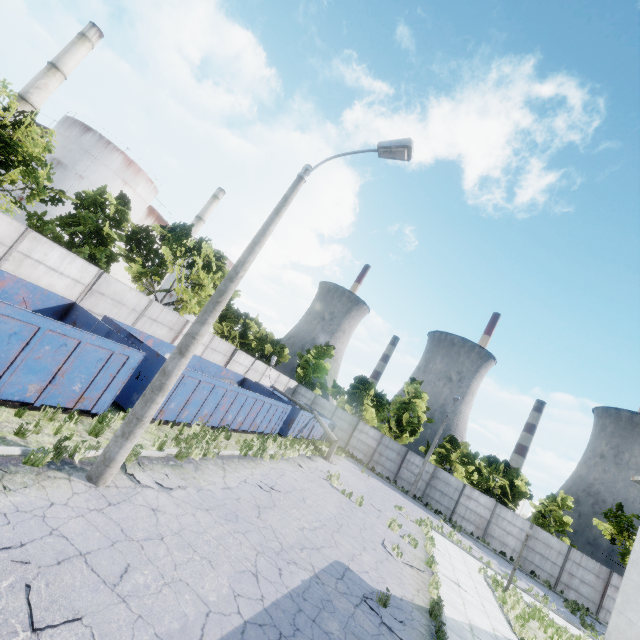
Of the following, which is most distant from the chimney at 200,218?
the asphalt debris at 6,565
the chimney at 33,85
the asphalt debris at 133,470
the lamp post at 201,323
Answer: the asphalt debris at 6,565

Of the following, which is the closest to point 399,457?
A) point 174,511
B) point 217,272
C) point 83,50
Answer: point 217,272

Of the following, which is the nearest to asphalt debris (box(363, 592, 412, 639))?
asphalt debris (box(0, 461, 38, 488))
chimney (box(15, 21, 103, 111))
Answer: asphalt debris (box(0, 461, 38, 488))

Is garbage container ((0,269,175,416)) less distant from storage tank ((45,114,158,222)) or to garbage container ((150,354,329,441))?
garbage container ((150,354,329,441))

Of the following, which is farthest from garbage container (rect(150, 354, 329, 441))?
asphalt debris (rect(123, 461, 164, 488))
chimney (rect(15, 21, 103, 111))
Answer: chimney (rect(15, 21, 103, 111))

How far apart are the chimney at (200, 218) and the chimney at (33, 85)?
21.6m

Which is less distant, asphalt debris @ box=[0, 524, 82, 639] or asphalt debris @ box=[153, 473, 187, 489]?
asphalt debris @ box=[0, 524, 82, 639]

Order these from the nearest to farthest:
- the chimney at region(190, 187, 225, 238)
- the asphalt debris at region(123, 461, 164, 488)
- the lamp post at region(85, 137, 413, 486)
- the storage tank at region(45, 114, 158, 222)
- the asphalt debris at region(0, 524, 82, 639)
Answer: the asphalt debris at region(0, 524, 82, 639) < the lamp post at region(85, 137, 413, 486) < the asphalt debris at region(123, 461, 164, 488) < the storage tank at region(45, 114, 158, 222) < the chimney at region(190, 187, 225, 238)
